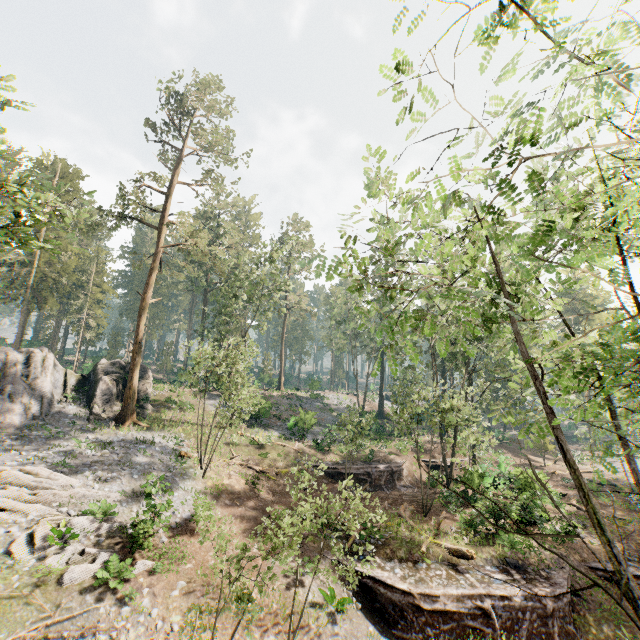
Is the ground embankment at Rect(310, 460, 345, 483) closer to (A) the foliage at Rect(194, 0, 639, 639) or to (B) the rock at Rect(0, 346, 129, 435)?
(A) the foliage at Rect(194, 0, 639, 639)

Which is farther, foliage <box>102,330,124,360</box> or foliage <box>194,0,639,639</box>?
foliage <box>102,330,124,360</box>

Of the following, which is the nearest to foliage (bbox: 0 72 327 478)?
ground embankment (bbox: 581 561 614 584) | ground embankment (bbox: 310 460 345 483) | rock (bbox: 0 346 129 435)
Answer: ground embankment (bbox: 581 561 614 584)

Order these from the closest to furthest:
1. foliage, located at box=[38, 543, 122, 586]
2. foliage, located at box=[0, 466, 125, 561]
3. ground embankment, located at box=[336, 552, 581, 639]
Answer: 1. foliage, located at box=[38, 543, 122, 586]
2. foliage, located at box=[0, 466, 125, 561]
3. ground embankment, located at box=[336, 552, 581, 639]

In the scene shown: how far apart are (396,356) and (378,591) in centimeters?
3672cm

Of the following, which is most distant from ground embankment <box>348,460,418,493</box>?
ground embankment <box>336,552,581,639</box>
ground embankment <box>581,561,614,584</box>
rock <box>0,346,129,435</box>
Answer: rock <box>0,346,129,435</box>

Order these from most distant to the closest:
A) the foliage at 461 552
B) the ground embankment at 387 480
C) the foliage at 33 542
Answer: the ground embankment at 387 480
the foliage at 461 552
the foliage at 33 542

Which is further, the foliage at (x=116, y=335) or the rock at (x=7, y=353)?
the foliage at (x=116, y=335)
